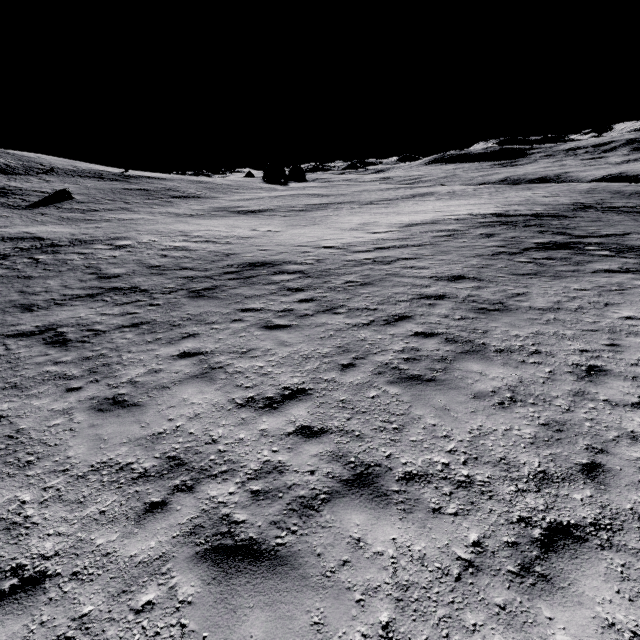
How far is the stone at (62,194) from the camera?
33.2m

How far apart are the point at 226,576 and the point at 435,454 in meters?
3.1 m

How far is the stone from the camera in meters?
33.2 m
